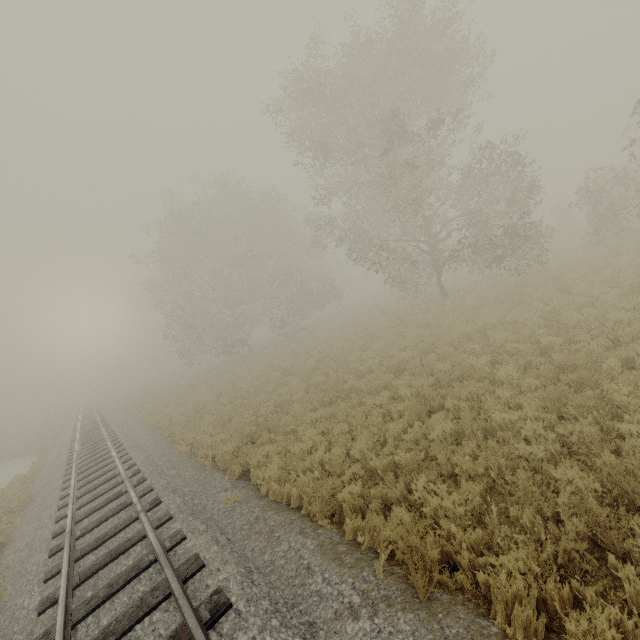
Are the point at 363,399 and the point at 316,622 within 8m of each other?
yes
